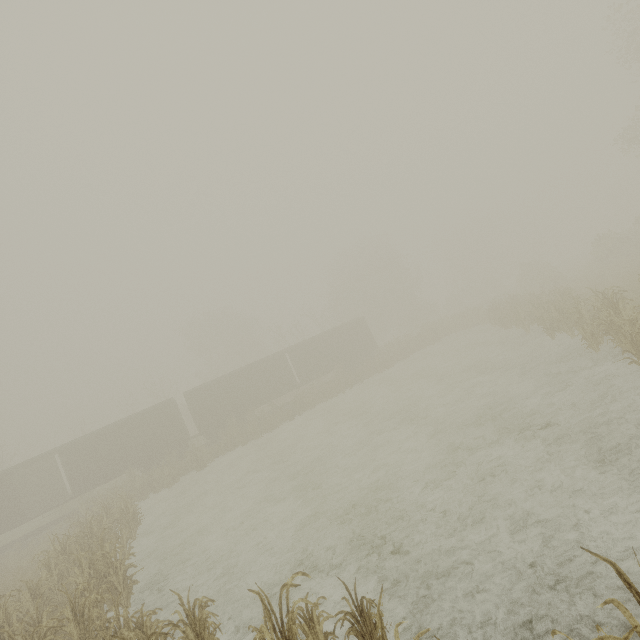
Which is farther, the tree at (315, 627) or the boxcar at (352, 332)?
the boxcar at (352, 332)

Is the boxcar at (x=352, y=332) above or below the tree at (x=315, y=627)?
above

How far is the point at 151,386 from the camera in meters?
39.8

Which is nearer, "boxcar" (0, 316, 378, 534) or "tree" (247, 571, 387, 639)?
"tree" (247, 571, 387, 639)

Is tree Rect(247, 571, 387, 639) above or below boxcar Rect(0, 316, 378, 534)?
below
